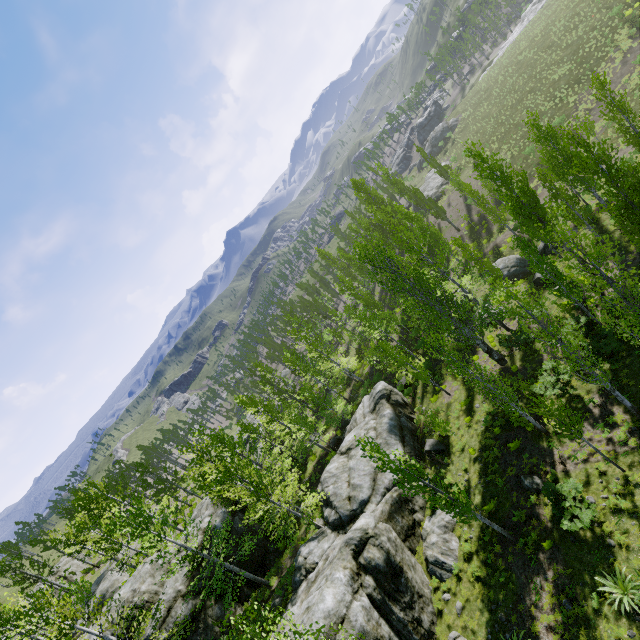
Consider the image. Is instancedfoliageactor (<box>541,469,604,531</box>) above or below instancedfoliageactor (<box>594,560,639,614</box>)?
above

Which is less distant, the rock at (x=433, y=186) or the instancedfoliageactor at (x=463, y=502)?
the instancedfoliageactor at (x=463, y=502)

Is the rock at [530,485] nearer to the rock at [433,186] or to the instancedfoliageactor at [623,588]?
the instancedfoliageactor at [623,588]

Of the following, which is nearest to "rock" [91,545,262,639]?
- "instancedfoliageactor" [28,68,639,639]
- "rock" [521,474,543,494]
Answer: "instancedfoliageactor" [28,68,639,639]

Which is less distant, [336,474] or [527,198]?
[527,198]

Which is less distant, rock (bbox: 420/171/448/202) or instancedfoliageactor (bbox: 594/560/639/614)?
instancedfoliageactor (bbox: 594/560/639/614)

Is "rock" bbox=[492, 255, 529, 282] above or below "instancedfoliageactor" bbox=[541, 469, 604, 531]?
below

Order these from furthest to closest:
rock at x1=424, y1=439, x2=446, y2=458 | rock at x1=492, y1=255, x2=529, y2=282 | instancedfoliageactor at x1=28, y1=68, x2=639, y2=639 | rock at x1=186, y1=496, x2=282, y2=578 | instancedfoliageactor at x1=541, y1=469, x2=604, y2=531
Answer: rock at x1=492, y1=255, x2=529, y2=282, rock at x1=186, y1=496, x2=282, y2=578, rock at x1=424, y1=439, x2=446, y2=458, instancedfoliageactor at x1=28, y1=68, x2=639, y2=639, instancedfoliageactor at x1=541, y1=469, x2=604, y2=531
